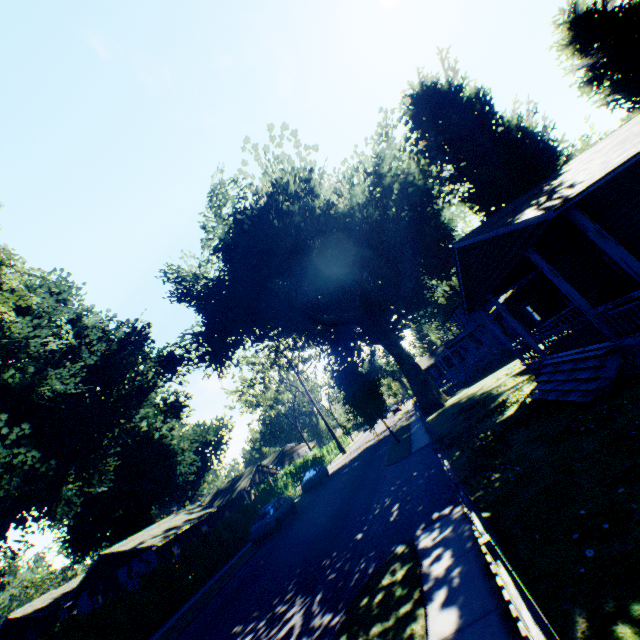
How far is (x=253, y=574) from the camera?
14.3m

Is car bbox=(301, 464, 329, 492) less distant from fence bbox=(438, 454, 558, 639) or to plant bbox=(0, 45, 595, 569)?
plant bbox=(0, 45, 595, 569)

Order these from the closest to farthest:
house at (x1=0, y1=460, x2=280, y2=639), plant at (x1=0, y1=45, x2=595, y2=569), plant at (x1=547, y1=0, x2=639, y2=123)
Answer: plant at (x1=547, y1=0, x2=639, y2=123) → plant at (x1=0, y1=45, x2=595, y2=569) → house at (x1=0, y1=460, x2=280, y2=639)

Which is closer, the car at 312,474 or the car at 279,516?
the car at 279,516

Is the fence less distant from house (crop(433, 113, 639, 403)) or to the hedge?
house (crop(433, 113, 639, 403))

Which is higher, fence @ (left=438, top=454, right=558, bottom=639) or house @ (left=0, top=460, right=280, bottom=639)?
house @ (left=0, top=460, right=280, bottom=639)

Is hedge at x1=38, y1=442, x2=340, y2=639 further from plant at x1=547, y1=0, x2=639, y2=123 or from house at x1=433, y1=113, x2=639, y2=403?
house at x1=433, y1=113, x2=639, y2=403

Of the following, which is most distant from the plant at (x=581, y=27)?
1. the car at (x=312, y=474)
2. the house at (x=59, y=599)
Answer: the car at (x=312, y=474)
